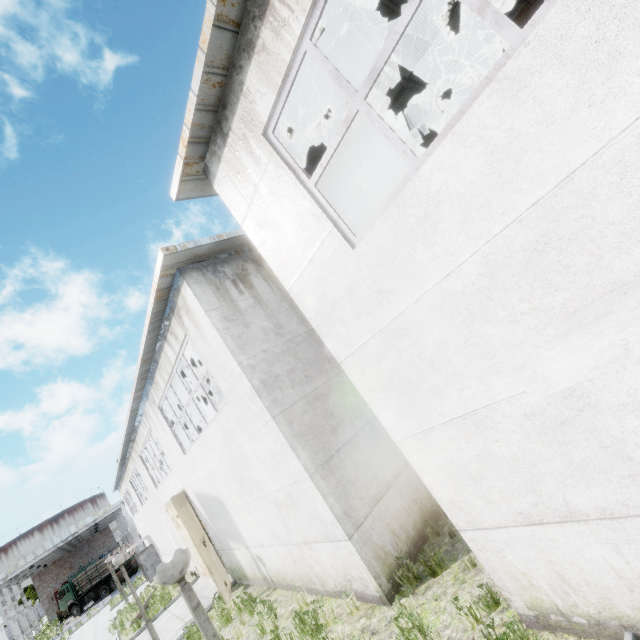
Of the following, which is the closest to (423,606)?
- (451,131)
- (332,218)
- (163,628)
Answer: (332,218)

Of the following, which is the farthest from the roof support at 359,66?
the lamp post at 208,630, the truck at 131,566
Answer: the truck at 131,566

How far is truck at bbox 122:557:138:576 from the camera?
36.41m

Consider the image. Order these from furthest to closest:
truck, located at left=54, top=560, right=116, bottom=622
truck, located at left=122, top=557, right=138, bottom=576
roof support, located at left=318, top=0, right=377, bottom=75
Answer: truck, located at left=122, top=557, right=138, bottom=576 → truck, located at left=54, top=560, right=116, bottom=622 → roof support, located at left=318, top=0, right=377, bottom=75

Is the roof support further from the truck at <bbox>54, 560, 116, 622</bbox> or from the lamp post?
the truck at <bbox>54, 560, 116, 622</bbox>

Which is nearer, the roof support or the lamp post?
the lamp post

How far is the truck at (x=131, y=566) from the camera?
36.4m

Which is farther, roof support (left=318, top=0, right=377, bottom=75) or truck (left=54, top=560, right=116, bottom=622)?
truck (left=54, top=560, right=116, bottom=622)
